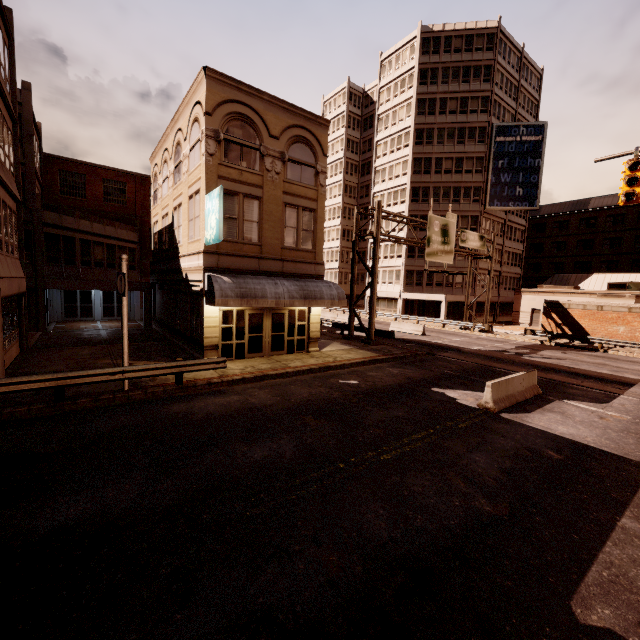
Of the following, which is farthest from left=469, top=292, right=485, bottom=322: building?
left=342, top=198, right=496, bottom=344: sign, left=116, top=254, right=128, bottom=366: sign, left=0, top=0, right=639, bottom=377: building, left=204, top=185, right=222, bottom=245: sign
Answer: left=116, top=254, right=128, bottom=366: sign

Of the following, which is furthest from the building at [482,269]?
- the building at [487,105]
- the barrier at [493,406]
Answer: the barrier at [493,406]

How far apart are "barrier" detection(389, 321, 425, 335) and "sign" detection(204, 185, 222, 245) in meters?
21.6 m

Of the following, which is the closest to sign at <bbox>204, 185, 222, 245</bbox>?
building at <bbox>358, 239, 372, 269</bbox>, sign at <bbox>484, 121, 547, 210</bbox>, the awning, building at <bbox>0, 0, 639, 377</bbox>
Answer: the awning

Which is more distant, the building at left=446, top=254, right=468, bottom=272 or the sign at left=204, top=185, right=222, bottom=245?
the building at left=446, top=254, right=468, bottom=272

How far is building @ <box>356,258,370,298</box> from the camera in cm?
5053

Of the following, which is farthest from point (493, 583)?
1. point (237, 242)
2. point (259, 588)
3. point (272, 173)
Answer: point (272, 173)

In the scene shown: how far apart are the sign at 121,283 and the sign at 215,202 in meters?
3.5 m
